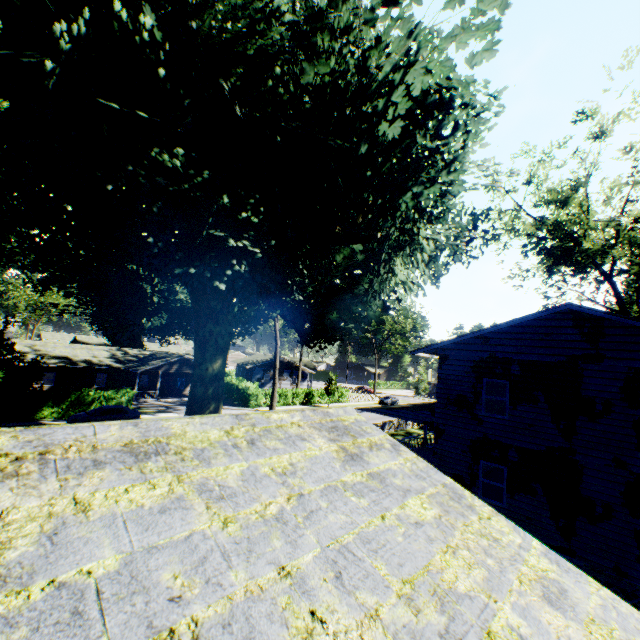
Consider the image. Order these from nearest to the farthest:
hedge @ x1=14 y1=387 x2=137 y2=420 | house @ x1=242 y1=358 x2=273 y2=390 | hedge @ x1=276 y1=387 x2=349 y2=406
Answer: hedge @ x1=14 y1=387 x2=137 y2=420 → hedge @ x1=276 y1=387 x2=349 y2=406 → house @ x1=242 y1=358 x2=273 y2=390

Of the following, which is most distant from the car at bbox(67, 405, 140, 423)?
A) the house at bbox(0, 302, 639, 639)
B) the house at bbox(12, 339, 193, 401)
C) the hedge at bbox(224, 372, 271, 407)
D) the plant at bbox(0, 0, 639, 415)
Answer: the house at bbox(0, 302, 639, 639)

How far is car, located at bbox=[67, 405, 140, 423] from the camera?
24.4m

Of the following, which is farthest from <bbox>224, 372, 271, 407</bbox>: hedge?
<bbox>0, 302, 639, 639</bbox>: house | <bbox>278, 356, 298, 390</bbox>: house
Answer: <bbox>0, 302, 639, 639</bbox>: house

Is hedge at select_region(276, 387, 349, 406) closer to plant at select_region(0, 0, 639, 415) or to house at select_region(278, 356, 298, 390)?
plant at select_region(0, 0, 639, 415)

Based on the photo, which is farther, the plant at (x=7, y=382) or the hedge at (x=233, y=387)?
the hedge at (x=233, y=387)

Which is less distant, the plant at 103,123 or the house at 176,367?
the plant at 103,123

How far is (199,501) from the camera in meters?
1.7 m
